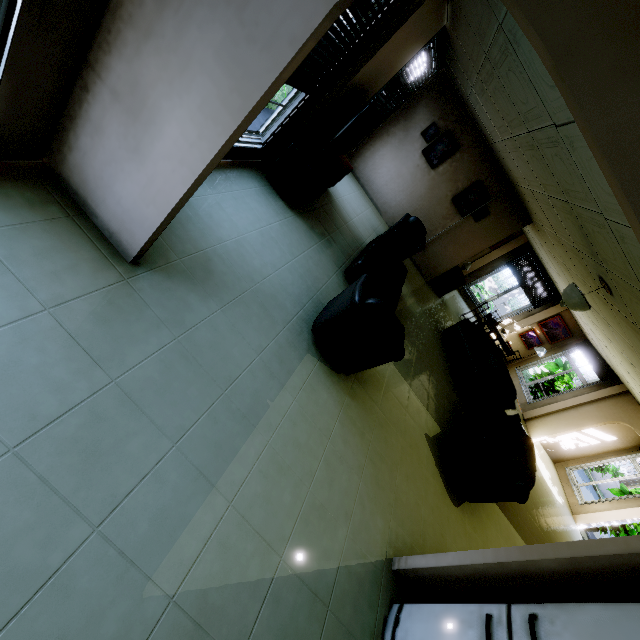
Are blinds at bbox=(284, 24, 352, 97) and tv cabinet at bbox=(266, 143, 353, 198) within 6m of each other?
yes

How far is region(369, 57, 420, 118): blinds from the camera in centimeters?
530cm

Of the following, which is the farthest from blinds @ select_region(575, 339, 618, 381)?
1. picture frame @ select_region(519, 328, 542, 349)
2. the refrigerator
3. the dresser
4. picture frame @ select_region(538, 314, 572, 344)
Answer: the refrigerator

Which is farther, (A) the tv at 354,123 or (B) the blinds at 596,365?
(B) the blinds at 596,365

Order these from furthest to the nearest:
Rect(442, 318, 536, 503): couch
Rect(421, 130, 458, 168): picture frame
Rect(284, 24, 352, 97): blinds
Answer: Rect(421, 130, 458, 168): picture frame < Rect(442, 318, 536, 503): couch < Rect(284, 24, 352, 97): blinds

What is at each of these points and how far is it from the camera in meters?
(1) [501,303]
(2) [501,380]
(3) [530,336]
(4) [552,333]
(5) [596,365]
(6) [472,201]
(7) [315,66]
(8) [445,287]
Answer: (1) fence, 19.2 m
(2) couch, 6.5 m
(3) picture frame, 12.4 m
(4) picture frame, 12.1 m
(5) blinds, 10.3 m
(6) picture frame, 7.8 m
(7) blinds, 3.2 m
(8) dresser, 9.2 m

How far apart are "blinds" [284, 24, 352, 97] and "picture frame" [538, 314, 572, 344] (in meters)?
12.09

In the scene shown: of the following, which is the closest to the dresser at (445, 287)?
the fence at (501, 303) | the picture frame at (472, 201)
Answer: the picture frame at (472, 201)
